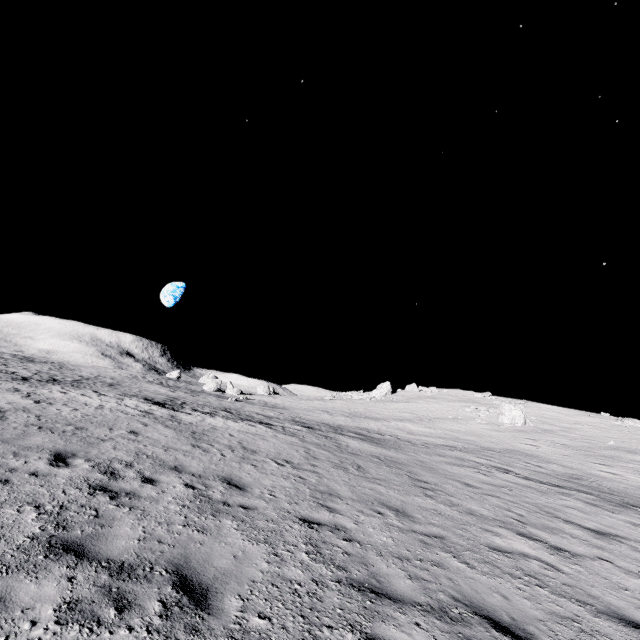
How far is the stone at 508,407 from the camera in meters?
35.8

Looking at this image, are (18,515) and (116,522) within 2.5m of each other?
yes

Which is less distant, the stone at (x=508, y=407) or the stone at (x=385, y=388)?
the stone at (x=508, y=407)

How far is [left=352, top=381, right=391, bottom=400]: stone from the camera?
54.09m

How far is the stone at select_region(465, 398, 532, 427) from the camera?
35.8 meters

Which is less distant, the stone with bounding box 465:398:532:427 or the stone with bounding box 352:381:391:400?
the stone with bounding box 465:398:532:427

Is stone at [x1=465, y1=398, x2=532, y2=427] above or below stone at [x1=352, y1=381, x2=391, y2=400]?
below
